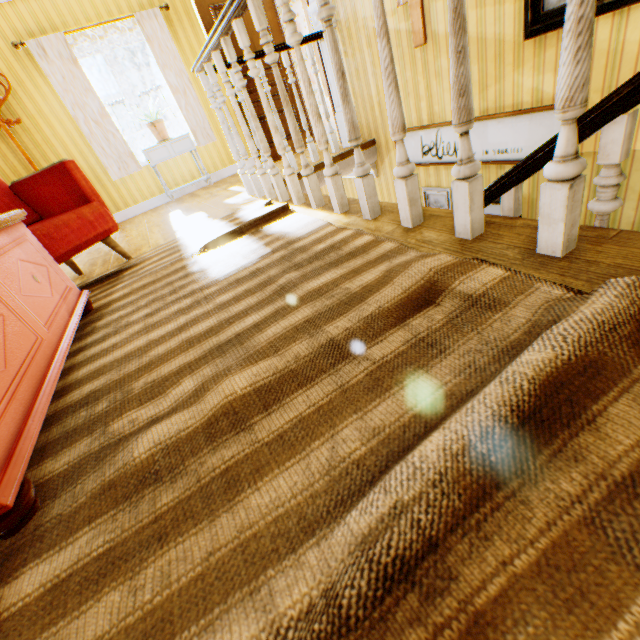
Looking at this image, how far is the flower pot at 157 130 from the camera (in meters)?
5.09

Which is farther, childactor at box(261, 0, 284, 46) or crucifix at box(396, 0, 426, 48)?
childactor at box(261, 0, 284, 46)

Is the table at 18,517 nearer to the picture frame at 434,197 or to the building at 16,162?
the building at 16,162

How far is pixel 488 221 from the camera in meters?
1.4 m

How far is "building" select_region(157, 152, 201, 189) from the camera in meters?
5.8 m

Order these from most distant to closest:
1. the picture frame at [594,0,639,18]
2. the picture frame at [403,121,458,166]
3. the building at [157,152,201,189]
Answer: the building at [157,152,201,189]
the picture frame at [403,121,458,166]
the picture frame at [594,0,639,18]

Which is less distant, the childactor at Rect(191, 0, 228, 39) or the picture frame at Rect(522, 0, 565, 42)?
the picture frame at Rect(522, 0, 565, 42)

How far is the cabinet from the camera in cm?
518
